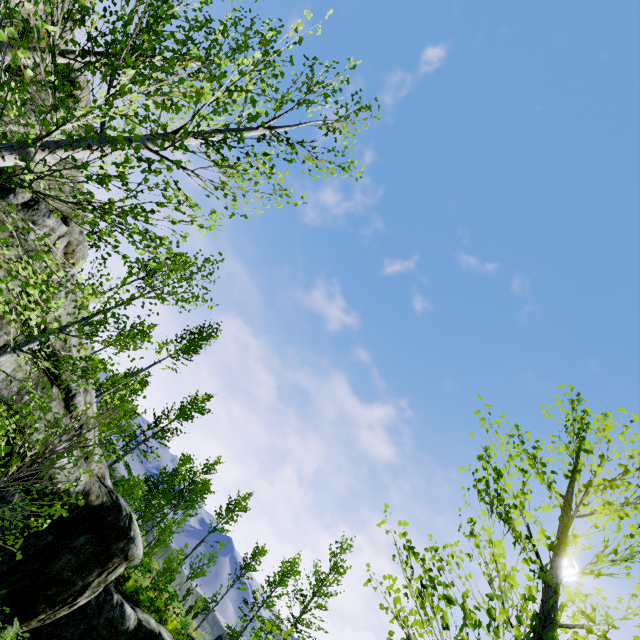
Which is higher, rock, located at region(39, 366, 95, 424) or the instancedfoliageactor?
the instancedfoliageactor

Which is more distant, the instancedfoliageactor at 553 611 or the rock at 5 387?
the rock at 5 387

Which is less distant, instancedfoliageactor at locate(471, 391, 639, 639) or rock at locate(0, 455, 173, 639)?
instancedfoliageactor at locate(471, 391, 639, 639)

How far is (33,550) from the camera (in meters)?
8.88

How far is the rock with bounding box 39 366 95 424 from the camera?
9.5m

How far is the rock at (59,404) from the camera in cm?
954

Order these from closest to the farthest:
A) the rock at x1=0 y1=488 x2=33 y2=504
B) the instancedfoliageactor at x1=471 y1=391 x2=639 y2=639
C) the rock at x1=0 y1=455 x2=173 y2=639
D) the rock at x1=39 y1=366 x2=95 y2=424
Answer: the instancedfoliageactor at x1=471 y1=391 x2=639 y2=639
the rock at x1=0 y1=488 x2=33 y2=504
the rock at x1=0 y1=455 x2=173 y2=639
the rock at x1=39 y1=366 x2=95 y2=424
